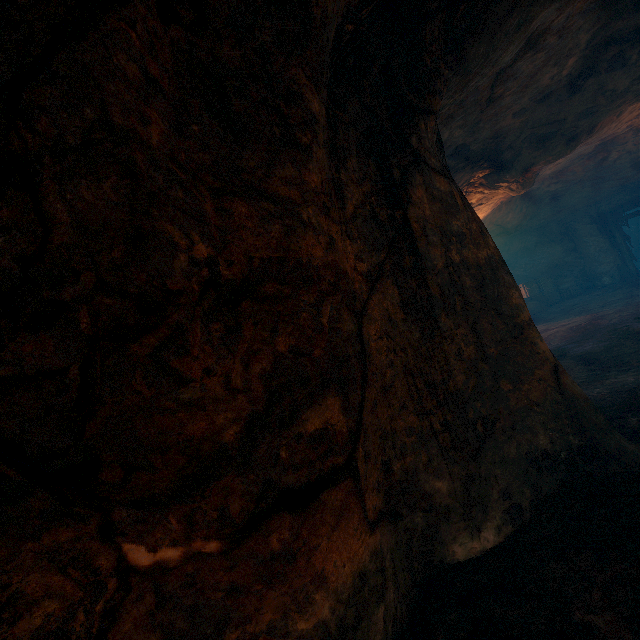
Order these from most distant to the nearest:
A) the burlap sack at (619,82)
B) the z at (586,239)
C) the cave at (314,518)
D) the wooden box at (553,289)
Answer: the wooden box at (553,289), the z at (586,239), the burlap sack at (619,82), the cave at (314,518)

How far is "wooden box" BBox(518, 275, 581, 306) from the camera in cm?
1989

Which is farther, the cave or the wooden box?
the wooden box

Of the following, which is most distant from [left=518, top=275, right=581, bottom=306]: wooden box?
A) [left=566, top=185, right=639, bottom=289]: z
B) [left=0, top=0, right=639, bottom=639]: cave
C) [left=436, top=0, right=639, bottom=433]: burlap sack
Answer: [left=0, top=0, right=639, bottom=639]: cave

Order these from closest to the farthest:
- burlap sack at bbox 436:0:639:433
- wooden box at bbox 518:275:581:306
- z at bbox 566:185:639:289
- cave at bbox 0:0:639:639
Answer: cave at bbox 0:0:639:639 < burlap sack at bbox 436:0:639:433 < z at bbox 566:185:639:289 < wooden box at bbox 518:275:581:306

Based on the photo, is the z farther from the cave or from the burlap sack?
the cave

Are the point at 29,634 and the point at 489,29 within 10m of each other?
yes

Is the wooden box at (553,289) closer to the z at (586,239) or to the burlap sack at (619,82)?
the burlap sack at (619,82)
